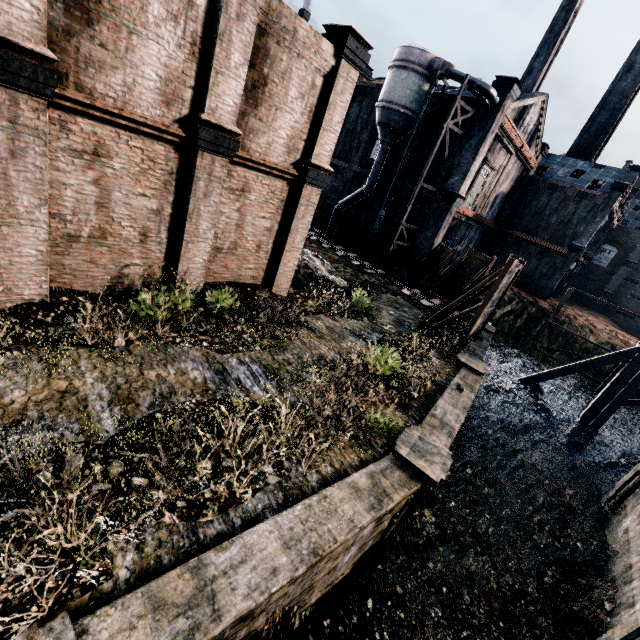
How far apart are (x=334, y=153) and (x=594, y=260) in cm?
4683

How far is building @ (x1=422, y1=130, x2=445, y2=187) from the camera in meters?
28.7

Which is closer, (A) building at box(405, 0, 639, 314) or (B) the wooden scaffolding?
(B) the wooden scaffolding

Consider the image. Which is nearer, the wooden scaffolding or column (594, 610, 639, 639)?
column (594, 610, 639, 639)

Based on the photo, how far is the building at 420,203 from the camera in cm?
2988

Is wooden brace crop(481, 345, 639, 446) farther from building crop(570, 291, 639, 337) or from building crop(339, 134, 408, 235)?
building crop(570, 291, 639, 337)

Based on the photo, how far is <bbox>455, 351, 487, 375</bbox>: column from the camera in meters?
16.3 m

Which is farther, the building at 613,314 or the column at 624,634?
the building at 613,314
